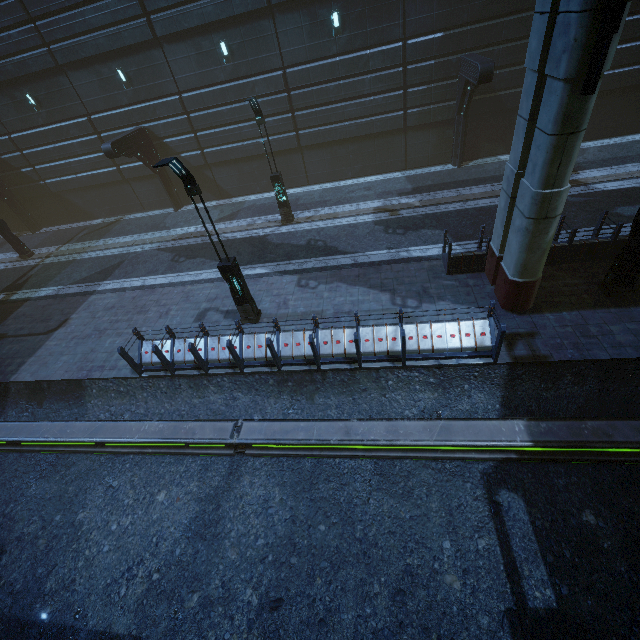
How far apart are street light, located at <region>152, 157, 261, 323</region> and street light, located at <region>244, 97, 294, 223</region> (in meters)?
6.68

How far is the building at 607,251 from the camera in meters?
9.9 m

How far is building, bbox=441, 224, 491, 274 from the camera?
10.64m

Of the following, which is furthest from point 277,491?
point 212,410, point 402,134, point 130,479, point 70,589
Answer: point 402,134

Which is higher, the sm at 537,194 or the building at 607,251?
the sm at 537,194

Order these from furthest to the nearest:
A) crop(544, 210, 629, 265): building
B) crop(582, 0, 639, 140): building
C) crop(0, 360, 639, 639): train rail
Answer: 1. crop(582, 0, 639, 140): building
2. crop(544, 210, 629, 265): building
3. crop(0, 360, 639, 639): train rail

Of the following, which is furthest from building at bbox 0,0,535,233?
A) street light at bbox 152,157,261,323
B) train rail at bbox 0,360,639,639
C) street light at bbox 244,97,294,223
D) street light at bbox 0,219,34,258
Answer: street light at bbox 244,97,294,223
